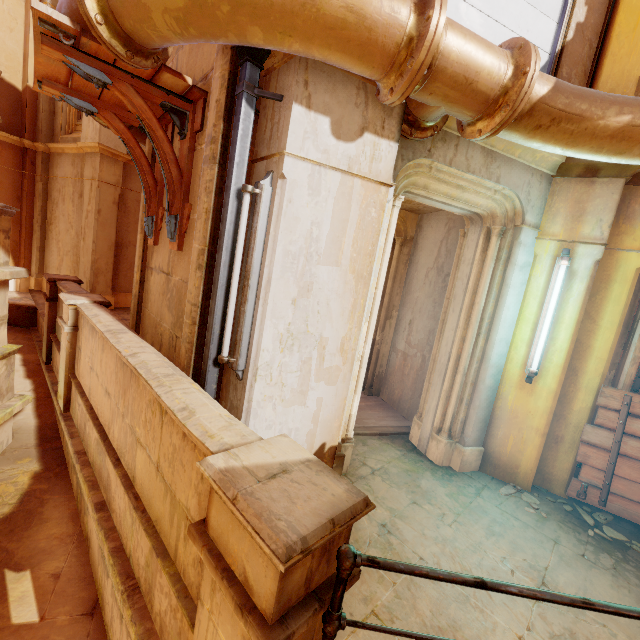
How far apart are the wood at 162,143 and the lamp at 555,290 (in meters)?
4.18

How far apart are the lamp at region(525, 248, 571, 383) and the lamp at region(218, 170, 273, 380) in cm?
333

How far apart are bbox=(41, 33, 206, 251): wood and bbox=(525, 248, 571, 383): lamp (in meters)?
4.18

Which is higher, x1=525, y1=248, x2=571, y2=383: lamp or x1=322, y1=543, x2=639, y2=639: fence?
x1=525, y1=248, x2=571, y2=383: lamp

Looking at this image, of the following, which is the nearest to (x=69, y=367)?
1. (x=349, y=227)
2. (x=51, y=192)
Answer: (x=349, y=227)

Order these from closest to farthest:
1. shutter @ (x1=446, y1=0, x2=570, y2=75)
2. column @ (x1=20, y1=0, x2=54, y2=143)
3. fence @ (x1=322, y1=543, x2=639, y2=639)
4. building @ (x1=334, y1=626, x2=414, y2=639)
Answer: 1. fence @ (x1=322, y1=543, x2=639, y2=639)
2. building @ (x1=334, y1=626, x2=414, y2=639)
3. shutter @ (x1=446, y1=0, x2=570, y2=75)
4. column @ (x1=20, y1=0, x2=54, y2=143)

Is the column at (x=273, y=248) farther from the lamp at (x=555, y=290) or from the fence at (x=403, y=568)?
the lamp at (x=555, y=290)

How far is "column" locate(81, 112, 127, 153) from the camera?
8.7m
